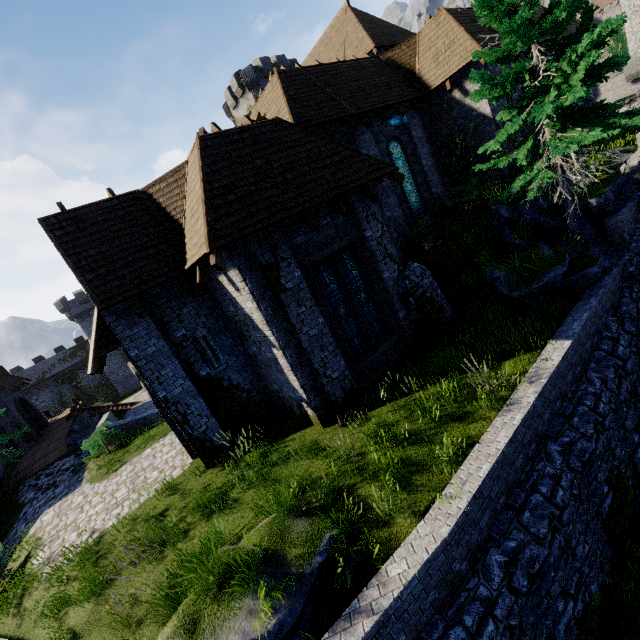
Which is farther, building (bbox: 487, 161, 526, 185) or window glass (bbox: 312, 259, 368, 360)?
building (bbox: 487, 161, 526, 185)

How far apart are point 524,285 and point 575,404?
3.76m

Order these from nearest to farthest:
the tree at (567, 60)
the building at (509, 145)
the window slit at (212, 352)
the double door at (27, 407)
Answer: the tree at (567, 60)
the window slit at (212, 352)
the building at (509, 145)
the double door at (27, 407)

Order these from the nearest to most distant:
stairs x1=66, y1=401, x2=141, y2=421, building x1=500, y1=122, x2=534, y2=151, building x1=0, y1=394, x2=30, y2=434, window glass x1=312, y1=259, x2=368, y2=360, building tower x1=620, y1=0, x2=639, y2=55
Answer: window glass x1=312, y1=259, x2=368, y2=360
building x1=500, y1=122, x2=534, y2=151
building x1=0, y1=394, x2=30, y2=434
stairs x1=66, y1=401, x2=141, y2=421
building tower x1=620, y1=0, x2=639, y2=55

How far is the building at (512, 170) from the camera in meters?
15.9

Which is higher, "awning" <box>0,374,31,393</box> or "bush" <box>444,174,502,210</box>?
"awning" <box>0,374,31,393</box>

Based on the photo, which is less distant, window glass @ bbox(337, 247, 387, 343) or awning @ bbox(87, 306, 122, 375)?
awning @ bbox(87, 306, 122, 375)

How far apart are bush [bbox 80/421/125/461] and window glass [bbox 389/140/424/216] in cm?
1877
